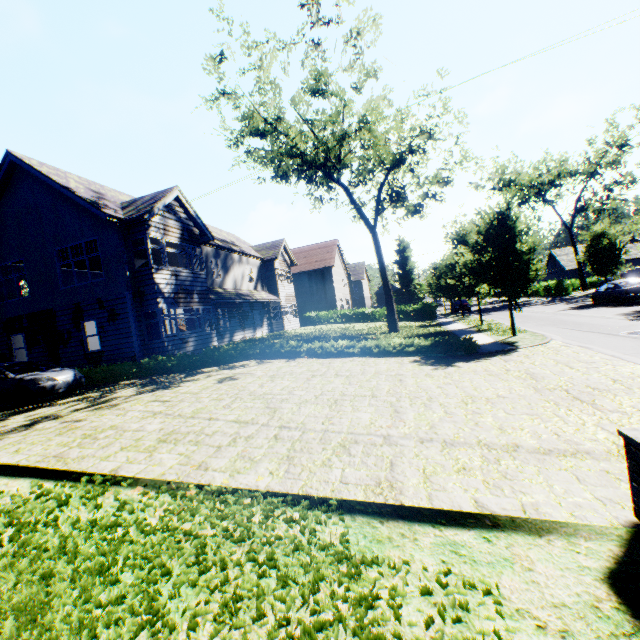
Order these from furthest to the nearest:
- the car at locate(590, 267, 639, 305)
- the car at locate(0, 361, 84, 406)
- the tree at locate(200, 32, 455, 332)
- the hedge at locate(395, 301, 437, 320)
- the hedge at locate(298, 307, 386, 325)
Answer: the hedge at locate(298, 307, 386, 325), the hedge at locate(395, 301, 437, 320), the car at locate(590, 267, 639, 305), the tree at locate(200, 32, 455, 332), the car at locate(0, 361, 84, 406)

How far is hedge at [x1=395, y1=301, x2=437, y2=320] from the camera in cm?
3381

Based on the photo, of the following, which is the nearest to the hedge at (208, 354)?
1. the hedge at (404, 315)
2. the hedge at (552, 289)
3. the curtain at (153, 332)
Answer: the curtain at (153, 332)

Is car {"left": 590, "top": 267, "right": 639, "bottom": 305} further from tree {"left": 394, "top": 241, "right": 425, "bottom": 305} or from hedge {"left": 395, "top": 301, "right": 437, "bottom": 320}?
hedge {"left": 395, "top": 301, "right": 437, "bottom": 320}

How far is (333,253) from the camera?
43.2m

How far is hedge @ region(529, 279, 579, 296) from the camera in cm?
3922

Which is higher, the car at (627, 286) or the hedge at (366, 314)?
the hedge at (366, 314)
